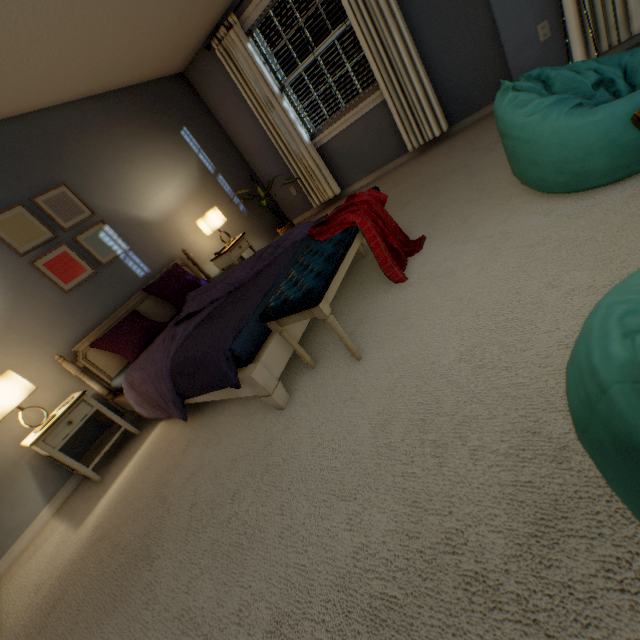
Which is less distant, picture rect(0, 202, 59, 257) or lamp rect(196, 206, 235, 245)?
picture rect(0, 202, 59, 257)

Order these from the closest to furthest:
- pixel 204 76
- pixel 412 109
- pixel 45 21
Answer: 1. pixel 45 21
2. pixel 412 109
3. pixel 204 76

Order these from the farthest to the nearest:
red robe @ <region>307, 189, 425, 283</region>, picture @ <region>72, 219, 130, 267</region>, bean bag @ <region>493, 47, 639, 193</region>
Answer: picture @ <region>72, 219, 130, 267</region> → red robe @ <region>307, 189, 425, 283</region> → bean bag @ <region>493, 47, 639, 193</region>

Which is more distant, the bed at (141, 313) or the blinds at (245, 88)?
the blinds at (245, 88)

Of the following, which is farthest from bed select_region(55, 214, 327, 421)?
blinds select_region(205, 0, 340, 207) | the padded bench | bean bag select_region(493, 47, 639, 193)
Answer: blinds select_region(205, 0, 340, 207)

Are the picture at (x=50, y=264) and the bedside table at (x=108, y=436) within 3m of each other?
yes

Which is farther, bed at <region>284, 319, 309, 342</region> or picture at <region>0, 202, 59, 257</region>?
picture at <region>0, 202, 59, 257</region>

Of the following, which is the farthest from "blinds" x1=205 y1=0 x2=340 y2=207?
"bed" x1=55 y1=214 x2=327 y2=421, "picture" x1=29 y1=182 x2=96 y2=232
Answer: "picture" x1=29 y1=182 x2=96 y2=232
